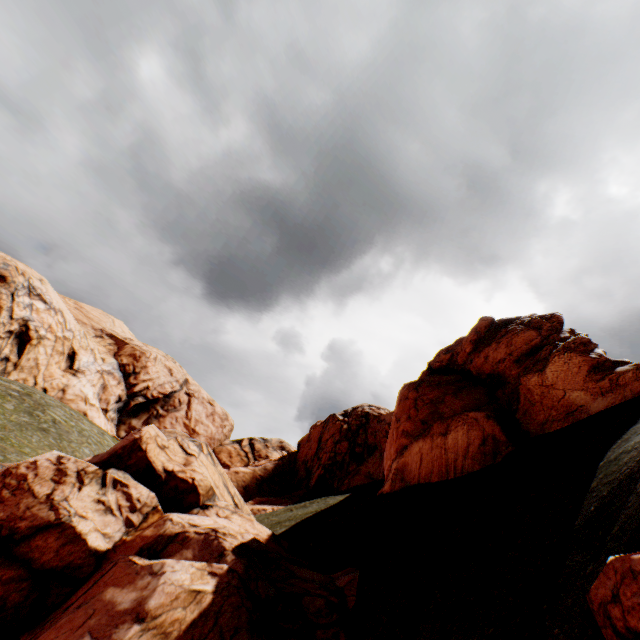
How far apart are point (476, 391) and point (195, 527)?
14.14m

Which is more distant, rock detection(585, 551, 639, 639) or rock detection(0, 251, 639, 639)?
rock detection(0, 251, 639, 639)

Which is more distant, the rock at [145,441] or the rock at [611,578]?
the rock at [145,441]
